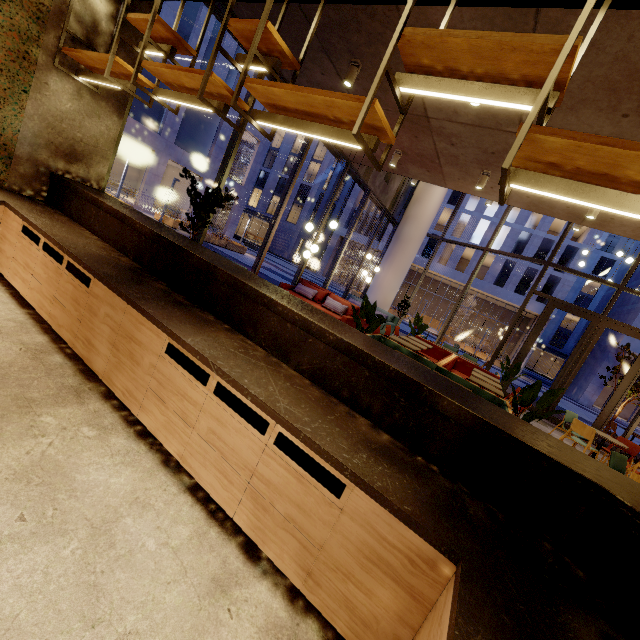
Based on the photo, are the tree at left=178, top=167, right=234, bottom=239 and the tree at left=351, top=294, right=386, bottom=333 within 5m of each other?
yes

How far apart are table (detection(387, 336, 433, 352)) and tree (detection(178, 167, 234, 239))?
4.8 meters

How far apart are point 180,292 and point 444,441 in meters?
2.5

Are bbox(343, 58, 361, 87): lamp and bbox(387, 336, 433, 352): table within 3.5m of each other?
no

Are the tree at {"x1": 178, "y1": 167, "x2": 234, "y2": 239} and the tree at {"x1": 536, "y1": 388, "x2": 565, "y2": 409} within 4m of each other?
no

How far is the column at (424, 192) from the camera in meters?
12.8

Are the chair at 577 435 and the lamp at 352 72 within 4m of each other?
no

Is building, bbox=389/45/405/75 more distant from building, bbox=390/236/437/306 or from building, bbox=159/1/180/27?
building, bbox=390/236/437/306
